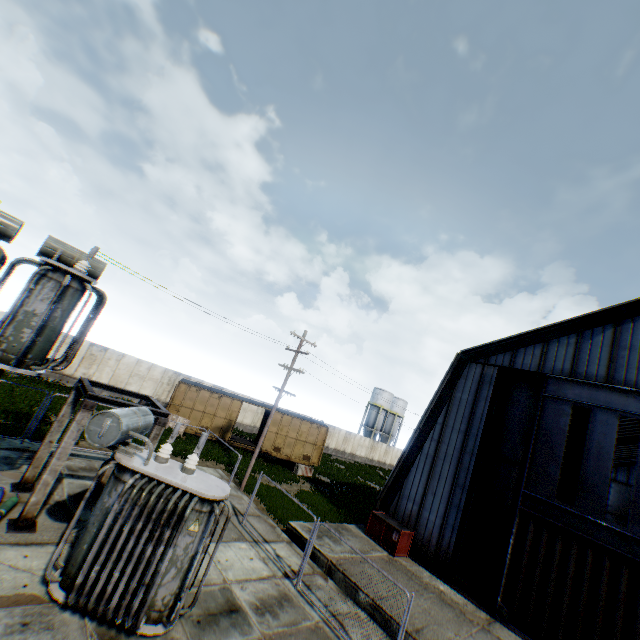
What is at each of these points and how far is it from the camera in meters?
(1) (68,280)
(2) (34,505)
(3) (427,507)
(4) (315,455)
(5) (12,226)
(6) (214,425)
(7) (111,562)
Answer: (1) electrical compensator, 8.2 m
(2) concrete support, 8.5 m
(3) building, 16.6 m
(4) train, 26.8 m
(5) electrical compensator, 9.6 m
(6) train, 24.6 m
(7) electrical compensator, 6.6 m

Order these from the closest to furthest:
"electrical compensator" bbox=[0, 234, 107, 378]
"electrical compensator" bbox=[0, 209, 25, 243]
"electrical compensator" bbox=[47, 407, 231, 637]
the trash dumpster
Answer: "electrical compensator" bbox=[47, 407, 231, 637], "electrical compensator" bbox=[0, 234, 107, 378], "electrical compensator" bbox=[0, 209, 25, 243], the trash dumpster

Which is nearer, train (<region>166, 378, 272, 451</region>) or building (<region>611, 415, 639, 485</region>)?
train (<region>166, 378, 272, 451</region>)

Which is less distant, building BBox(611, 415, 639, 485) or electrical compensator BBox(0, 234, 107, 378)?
electrical compensator BBox(0, 234, 107, 378)

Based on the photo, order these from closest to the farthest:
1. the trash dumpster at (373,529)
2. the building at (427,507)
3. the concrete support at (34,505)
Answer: the concrete support at (34,505) → the building at (427,507) → the trash dumpster at (373,529)

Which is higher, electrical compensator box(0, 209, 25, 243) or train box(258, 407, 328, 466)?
electrical compensator box(0, 209, 25, 243)

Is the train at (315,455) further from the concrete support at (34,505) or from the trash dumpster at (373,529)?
the concrete support at (34,505)

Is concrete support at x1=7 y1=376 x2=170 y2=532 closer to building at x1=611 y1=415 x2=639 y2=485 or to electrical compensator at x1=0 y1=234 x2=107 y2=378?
electrical compensator at x1=0 y1=234 x2=107 y2=378
